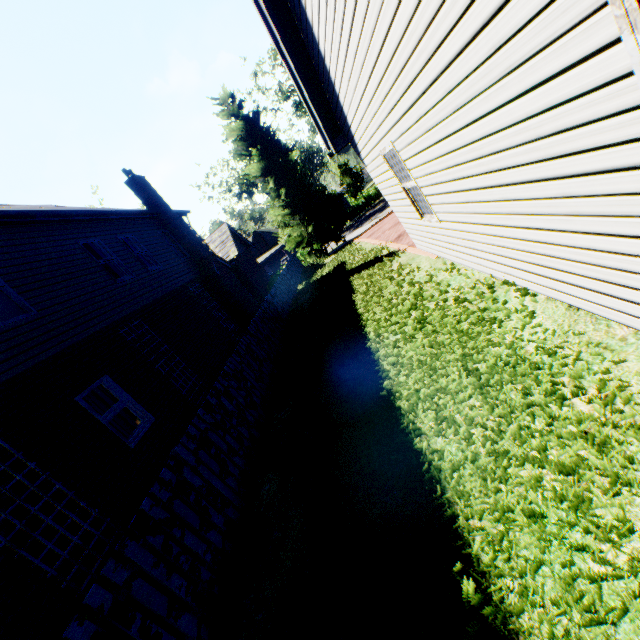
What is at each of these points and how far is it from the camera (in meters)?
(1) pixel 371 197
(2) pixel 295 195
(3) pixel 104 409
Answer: (1) hedge, 42.84
(2) tree, 25.78
(3) curtain, 7.48

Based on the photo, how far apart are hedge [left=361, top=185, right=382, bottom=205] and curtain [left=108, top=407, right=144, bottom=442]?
39.81m

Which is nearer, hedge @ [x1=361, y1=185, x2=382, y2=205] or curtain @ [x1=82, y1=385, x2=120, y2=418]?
curtain @ [x1=82, y1=385, x2=120, y2=418]

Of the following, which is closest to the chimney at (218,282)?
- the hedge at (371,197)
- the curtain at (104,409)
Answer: the curtain at (104,409)

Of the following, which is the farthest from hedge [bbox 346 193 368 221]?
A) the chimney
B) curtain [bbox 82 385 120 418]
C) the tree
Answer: curtain [bbox 82 385 120 418]

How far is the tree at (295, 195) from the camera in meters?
23.6 m
